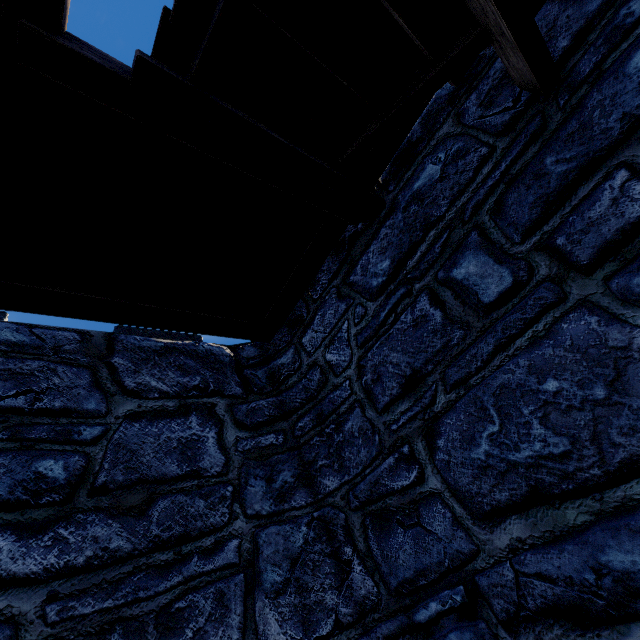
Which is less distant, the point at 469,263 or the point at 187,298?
the point at 469,263
